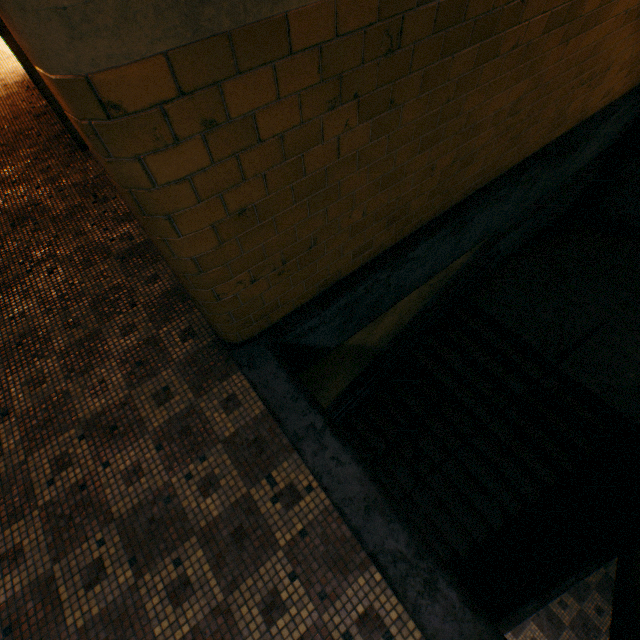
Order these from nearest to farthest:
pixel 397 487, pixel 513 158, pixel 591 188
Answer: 1. pixel 513 158
2. pixel 397 487
3. pixel 591 188
